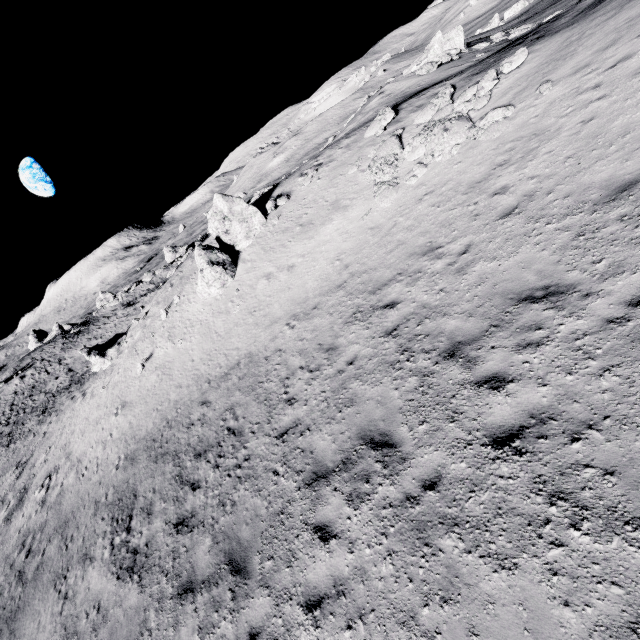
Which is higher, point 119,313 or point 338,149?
point 338,149

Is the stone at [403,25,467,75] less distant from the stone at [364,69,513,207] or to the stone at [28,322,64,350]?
the stone at [364,69,513,207]

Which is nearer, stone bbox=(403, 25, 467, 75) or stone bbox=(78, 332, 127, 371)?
stone bbox=(403, 25, 467, 75)

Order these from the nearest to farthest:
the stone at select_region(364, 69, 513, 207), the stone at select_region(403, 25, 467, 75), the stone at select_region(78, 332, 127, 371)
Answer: the stone at select_region(364, 69, 513, 207) < the stone at select_region(403, 25, 467, 75) < the stone at select_region(78, 332, 127, 371)

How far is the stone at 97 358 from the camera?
28.1 meters

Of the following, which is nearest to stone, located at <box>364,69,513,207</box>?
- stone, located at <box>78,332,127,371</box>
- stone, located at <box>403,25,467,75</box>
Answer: stone, located at <box>403,25,467,75</box>

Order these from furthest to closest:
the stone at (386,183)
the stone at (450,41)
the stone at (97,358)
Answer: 1. the stone at (97,358)
2. the stone at (450,41)
3. the stone at (386,183)

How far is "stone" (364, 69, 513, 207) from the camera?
11.0 meters
